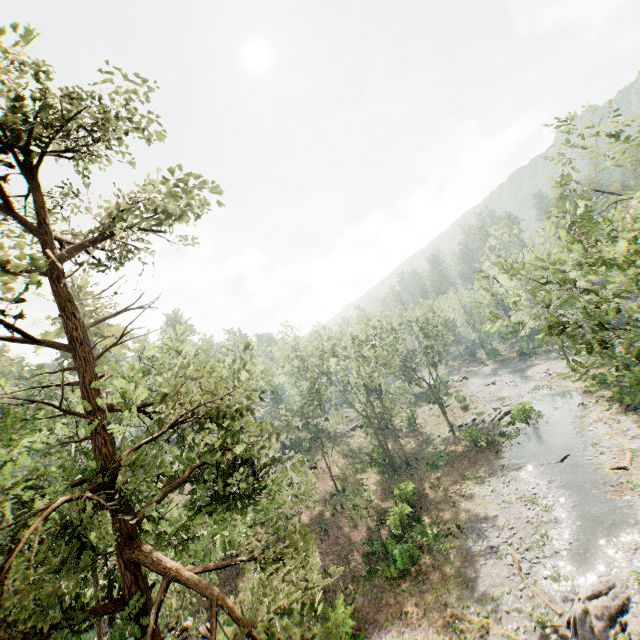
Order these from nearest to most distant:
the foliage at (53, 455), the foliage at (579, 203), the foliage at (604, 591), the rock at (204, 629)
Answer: the foliage at (53, 455), the foliage at (579, 203), the foliage at (604, 591), the rock at (204, 629)

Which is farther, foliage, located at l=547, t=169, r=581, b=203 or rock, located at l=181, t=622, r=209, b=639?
foliage, located at l=547, t=169, r=581, b=203

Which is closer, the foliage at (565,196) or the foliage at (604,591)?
the foliage at (604,591)

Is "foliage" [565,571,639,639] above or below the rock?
below

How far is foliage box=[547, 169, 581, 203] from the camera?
19.23m

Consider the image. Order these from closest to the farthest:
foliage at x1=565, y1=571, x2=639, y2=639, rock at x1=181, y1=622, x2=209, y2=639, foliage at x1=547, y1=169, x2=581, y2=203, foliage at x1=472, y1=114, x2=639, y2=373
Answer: foliage at x1=472, y1=114, x2=639, y2=373 < foliage at x1=565, y1=571, x2=639, y2=639 < rock at x1=181, y1=622, x2=209, y2=639 < foliage at x1=547, y1=169, x2=581, y2=203

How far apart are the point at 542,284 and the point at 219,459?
11.78m
